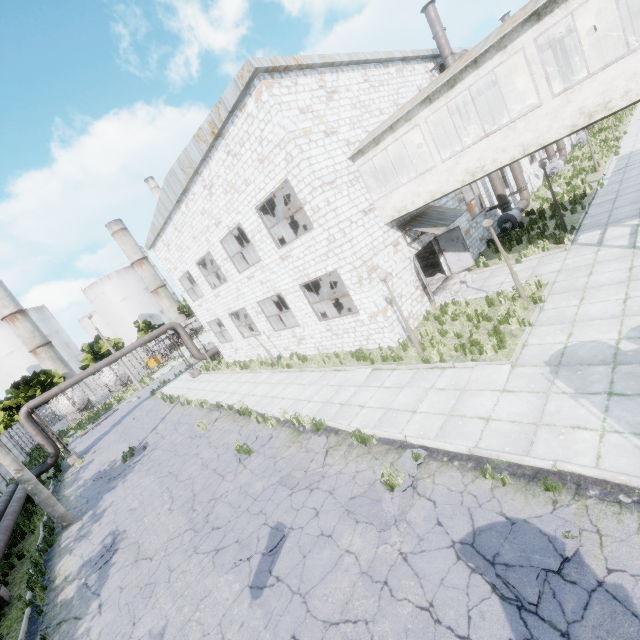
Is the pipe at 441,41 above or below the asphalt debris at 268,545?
above

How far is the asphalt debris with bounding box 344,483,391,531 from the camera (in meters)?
6.25

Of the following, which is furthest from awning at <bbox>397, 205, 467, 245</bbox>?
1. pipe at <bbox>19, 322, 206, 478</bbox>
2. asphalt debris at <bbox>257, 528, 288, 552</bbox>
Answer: pipe at <bbox>19, 322, 206, 478</bbox>

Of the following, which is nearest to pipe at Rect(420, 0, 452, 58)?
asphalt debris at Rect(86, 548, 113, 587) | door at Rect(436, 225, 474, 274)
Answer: door at Rect(436, 225, 474, 274)

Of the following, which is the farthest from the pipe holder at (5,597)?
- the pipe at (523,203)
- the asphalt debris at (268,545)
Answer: the pipe at (523,203)

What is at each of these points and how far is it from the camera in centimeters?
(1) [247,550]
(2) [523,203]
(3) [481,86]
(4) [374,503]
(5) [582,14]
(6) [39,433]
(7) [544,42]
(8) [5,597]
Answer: (1) asphalt debris, 742cm
(2) pipe, 2086cm
(3) building, 1198cm
(4) asphalt debris, 677cm
(5) building, 960cm
(6) pipe, 2200cm
(7) building, 1038cm
(8) pipe holder, 1068cm

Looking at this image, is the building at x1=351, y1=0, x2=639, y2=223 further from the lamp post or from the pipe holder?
the pipe holder

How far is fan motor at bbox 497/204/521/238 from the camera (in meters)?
18.94
